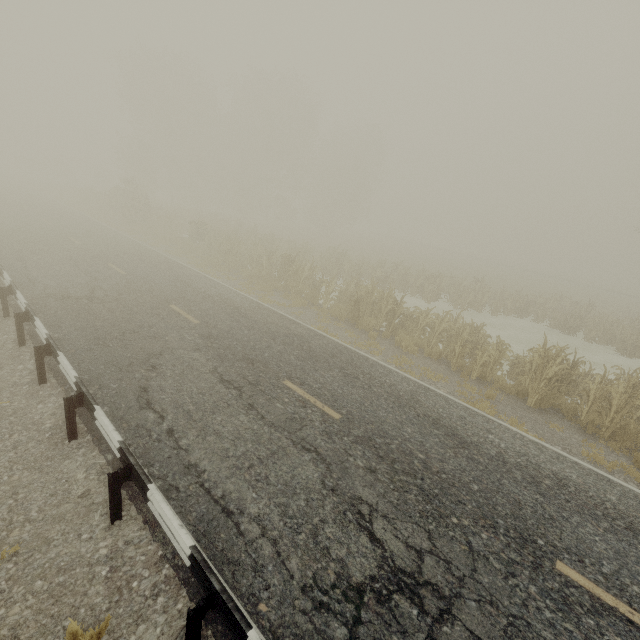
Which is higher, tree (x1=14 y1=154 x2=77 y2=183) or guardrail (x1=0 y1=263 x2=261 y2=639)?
tree (x1=14 y1=154 x2=77 y2=183)

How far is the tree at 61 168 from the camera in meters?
53.7 m

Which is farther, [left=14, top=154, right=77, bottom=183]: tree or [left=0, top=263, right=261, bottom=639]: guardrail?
[left=14, top=154, right=77, bottom=183]: tree

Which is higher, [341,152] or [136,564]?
[341,152]

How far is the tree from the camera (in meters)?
53.66

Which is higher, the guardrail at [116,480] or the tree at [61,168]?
the tree at [61,168]
